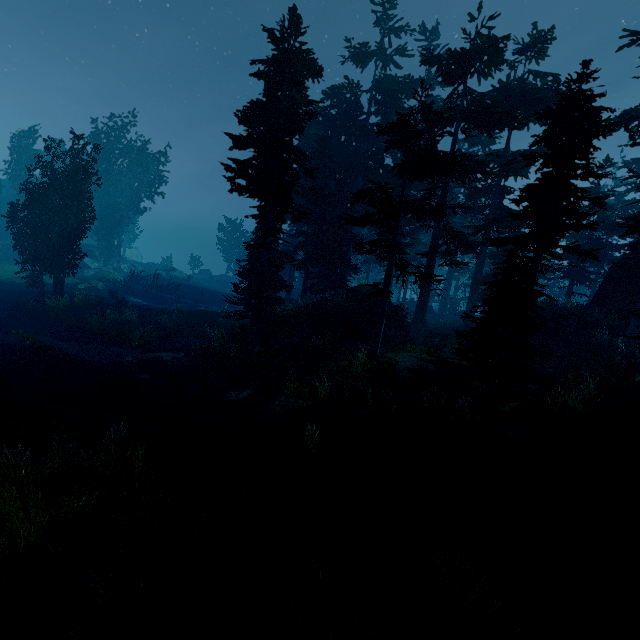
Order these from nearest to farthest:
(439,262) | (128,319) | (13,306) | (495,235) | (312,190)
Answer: (312,190), (128,319), (13,306), (495,235), (439,262)

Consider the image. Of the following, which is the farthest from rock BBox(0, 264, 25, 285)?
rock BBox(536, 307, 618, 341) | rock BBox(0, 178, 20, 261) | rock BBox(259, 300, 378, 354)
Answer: rock BBox(536, 307, 618, 341)

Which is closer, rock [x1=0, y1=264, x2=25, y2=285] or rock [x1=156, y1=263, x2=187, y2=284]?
rock [x1=0, y1=264, x2=25, y2=285]

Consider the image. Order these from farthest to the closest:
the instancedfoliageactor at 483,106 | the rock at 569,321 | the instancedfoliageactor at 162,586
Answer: the rock at 569,321 → the instancedfoliageactor at 483,106 → the instancedfoliageactor at 162,586

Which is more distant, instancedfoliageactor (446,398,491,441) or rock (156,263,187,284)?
rock (156,263,187,284)

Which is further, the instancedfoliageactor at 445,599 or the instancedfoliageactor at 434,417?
the instancedfoliageactor at 434,417

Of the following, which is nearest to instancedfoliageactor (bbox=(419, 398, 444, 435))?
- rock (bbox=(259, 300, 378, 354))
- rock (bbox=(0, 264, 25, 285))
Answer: rock (bbox=(259, 300, 378, 354))
